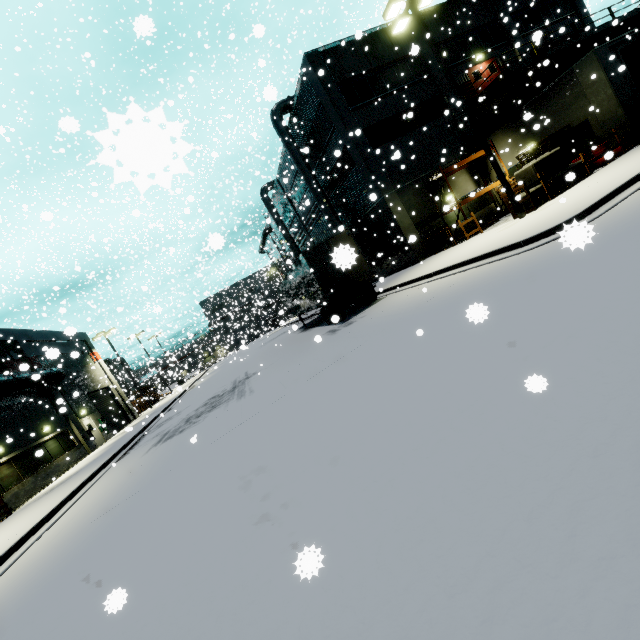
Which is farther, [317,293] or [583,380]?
[317,293]

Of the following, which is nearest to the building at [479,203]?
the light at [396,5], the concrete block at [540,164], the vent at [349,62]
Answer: the vent at [349,62]

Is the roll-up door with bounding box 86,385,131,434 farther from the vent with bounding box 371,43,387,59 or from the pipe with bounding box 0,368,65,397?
the vent with bounding box 371,43,387,59

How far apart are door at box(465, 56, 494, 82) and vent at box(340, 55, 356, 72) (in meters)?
8.24

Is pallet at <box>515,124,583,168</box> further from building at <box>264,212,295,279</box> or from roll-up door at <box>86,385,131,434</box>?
roll-up door at <box>86,385,131,434</box>

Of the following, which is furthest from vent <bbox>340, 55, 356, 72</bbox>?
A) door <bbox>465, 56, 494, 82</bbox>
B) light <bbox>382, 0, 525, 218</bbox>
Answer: door <bbox>465, 56, 494, 82</bbox>

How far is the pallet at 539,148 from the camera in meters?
16.6

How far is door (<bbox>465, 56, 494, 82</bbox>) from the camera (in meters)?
23.12
